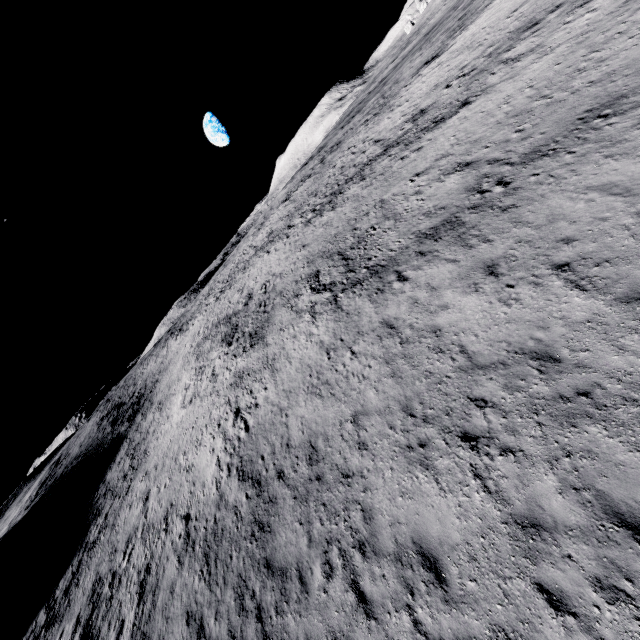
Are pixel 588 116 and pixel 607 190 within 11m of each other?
yes
